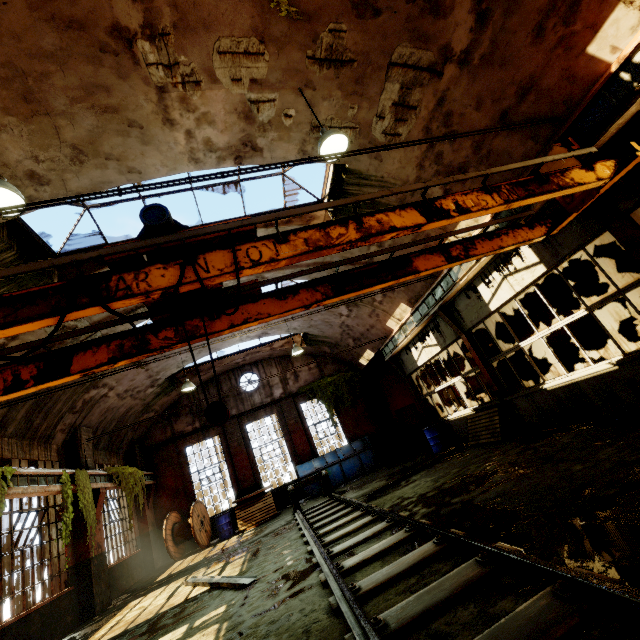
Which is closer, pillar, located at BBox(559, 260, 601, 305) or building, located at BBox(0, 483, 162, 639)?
building, located at BBox(0, 483, 162, 639)

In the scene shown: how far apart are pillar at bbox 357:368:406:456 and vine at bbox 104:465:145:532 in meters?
11.7 m

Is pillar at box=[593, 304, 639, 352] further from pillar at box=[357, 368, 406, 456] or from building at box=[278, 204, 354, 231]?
pillar at box=[357, 368, 406, 456]

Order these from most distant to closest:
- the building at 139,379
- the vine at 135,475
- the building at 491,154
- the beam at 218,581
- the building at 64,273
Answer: the vine at 135,475 < the building at 139,379 < the building at 64,273 < the beam at 218,581 < the building at 491,154

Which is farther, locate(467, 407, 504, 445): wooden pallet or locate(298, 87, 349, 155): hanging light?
locate(467, 407, 504, 445): wooden pallet

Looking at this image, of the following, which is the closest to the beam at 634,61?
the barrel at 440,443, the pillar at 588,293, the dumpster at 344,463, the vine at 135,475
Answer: the barrel at 440,443

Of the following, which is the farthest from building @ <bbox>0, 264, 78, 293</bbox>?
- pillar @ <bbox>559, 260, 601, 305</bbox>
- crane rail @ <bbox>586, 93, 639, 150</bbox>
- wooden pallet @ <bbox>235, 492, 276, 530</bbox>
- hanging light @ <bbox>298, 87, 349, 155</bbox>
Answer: pillar @ <bbox>559, 260, 601, 305</bbox>

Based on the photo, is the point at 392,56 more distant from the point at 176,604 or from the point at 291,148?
the point at 176,604
